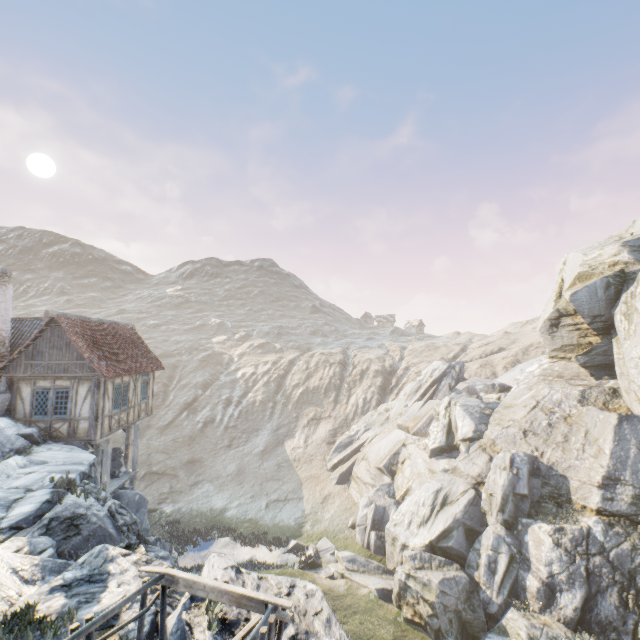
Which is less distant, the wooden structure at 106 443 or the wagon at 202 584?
the wagon at 202 584

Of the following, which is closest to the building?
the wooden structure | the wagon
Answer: the wooden structure

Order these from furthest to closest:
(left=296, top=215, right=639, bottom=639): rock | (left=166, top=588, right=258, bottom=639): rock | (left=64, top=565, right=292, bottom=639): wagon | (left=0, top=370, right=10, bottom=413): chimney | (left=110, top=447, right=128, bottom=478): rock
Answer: (left=110, top=447, right=128, bottom=478): rock < (left=0, top=370, right=10, bottom=413): chimney < (left=296, top=215, right=639, bottom=639): rock < (left=166, top=588, right=258, bottom=639): rock < (left=64, top=565, right=292, bottom=639): wagon

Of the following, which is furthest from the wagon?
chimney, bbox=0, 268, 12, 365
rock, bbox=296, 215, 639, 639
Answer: chimney, bbox=0, 268, 12, 365

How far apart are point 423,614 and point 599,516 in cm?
933

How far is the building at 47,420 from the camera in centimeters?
1500cm

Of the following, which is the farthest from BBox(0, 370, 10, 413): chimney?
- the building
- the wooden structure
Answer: the wooden structure
